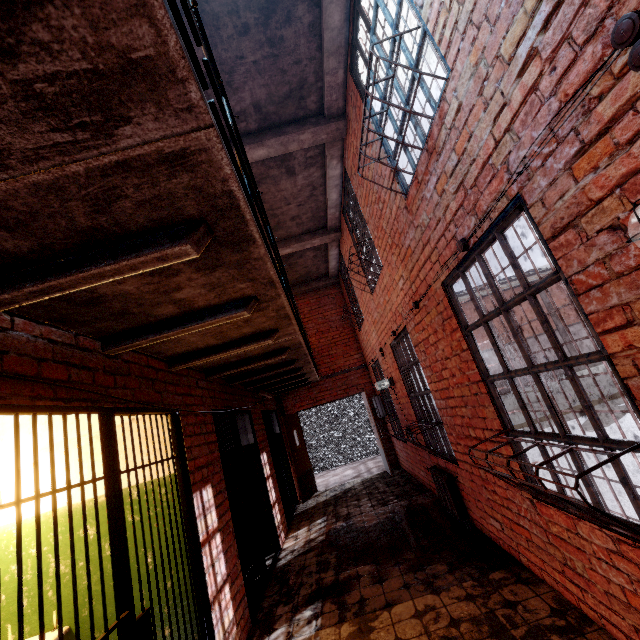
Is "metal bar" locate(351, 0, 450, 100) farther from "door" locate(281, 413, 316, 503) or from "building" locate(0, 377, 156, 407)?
"door" locate(281, 413, 316, 503)

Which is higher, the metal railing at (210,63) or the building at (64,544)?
the metal railing at (210,63)

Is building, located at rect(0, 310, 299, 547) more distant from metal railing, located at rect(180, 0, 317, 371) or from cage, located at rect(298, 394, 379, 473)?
A: metal railing, located at rect(180, 0, 317, 371)

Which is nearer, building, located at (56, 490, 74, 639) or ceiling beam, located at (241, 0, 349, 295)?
building, located at (56, 490, 74, 639)

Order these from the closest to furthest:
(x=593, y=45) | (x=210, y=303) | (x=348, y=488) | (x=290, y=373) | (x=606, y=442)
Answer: (x=593, y=45) < (x=606, y=442) < (x=210, y=303) < (x=290, y=373) < (x=348, y=488)

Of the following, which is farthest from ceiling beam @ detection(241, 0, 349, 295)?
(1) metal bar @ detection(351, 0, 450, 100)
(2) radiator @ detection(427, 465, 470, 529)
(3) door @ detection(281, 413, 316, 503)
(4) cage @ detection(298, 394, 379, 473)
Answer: (2) radiator @ detection(427, 465, 470, 529)

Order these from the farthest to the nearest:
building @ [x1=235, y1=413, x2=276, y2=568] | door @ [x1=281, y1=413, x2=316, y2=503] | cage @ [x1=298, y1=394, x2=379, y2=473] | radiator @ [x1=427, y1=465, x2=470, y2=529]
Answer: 1. cage @ [x1=298, y1=394, x2=379, y2=473]
2. door @ [x1=281, y1=413, x2=316, y2=503]
3. building @ [x1=235, y1=413, x2=276, y2=568]
4. radiator @ [x1=427, y1=465, x2=470, y2=529]

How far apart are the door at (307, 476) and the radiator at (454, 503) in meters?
4.1
